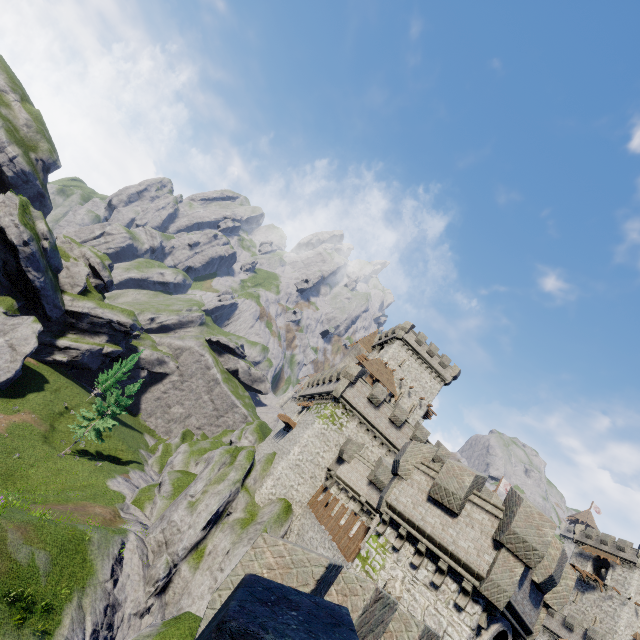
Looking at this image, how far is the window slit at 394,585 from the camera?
12.7 meters

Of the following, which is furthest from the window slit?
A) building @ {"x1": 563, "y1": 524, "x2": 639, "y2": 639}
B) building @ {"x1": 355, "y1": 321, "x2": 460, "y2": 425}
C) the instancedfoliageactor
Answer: building @ {"x1": 563, "y1": 524, "x2": 639, "y2": 639}

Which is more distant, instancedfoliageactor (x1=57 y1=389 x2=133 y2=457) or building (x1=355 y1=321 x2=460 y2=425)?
building (x1=355 y1=321 x2=460 y2=425)

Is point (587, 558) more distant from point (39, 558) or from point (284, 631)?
point (284, 631)

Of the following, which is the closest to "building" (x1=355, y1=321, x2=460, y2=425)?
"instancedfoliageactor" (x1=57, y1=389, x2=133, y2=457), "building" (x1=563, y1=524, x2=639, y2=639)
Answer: "instancedfoliageactor" (x1=57, y1=389, x2=133, y2=457)

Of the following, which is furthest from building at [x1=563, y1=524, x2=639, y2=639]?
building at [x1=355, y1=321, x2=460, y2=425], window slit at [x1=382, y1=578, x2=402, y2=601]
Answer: window slit at [x1=382, y1=578, x2=402, y2=601]

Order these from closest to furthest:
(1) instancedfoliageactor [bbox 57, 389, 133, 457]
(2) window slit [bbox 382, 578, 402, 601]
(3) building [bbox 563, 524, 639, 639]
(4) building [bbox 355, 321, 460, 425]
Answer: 1. (2) window slit [bbox 382, 578, 402, 601]
2. (1) instancedfoliageactor [bbox 57, 389, 133, 457]
3. (4) building [bbox 355, 321, 460, 425]
4. (3) building [bbox 563, 524, 639, 639]

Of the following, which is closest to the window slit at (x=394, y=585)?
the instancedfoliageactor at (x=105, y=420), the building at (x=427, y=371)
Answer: the building at (x=427, y=371)
